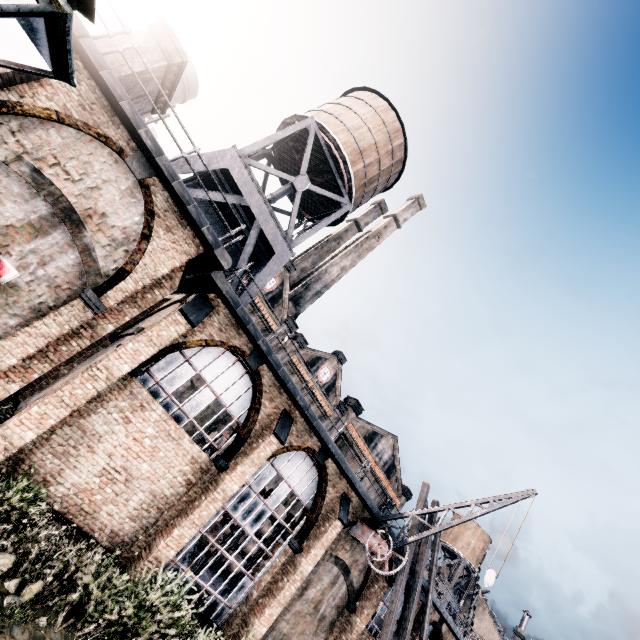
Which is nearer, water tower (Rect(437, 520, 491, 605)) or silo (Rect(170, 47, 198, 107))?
silo (Rect(170, 47, 198, 107))

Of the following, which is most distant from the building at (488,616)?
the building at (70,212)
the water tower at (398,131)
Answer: the water tower at (398,131)

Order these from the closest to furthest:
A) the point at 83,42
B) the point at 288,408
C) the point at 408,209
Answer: the point at 83,42 → the point at 288,408 → the point at 408,209

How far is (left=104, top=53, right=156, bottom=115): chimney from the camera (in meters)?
11.82

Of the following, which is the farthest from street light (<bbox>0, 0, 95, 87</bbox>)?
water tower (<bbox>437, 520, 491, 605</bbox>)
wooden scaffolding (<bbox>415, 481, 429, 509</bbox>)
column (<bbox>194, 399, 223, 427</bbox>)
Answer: water tower (<bbox>437, 520, 491, 605</bbox>)

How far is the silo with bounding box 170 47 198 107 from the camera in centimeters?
3156cm

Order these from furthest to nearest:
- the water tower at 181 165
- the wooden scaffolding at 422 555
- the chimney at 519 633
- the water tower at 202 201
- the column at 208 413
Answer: the chimney at 519 633
the column at 208 413
the wooden scaffolding at 422 555
the water tower at 202 201
the water tower at 181 165

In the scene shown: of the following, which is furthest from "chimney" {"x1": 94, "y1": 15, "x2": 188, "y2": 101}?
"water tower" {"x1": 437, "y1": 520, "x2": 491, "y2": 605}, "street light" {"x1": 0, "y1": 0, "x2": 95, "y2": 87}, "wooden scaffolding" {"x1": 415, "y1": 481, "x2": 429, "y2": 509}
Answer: "water tower" {"x1": 437, "y1": 520, "x2": 491, "y2": 605}
